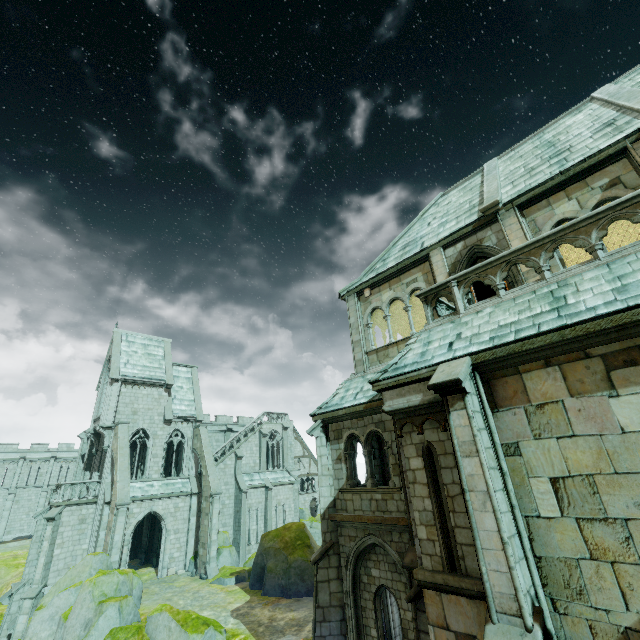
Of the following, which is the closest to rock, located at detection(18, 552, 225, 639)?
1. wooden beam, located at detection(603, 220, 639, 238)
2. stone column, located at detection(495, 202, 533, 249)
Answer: stone column, located at detection(495, 202, 533, 249)

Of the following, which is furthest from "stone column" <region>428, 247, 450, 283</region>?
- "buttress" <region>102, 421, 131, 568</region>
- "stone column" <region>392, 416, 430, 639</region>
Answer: "buttress" <region>102, 421, 131, 568</region>

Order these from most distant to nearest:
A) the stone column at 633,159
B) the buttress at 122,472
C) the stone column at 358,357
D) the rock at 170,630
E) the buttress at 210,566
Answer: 1. the buttress at 210,566
2. the buttress at 122,472
3. the rock at 170,630
4. the stone column at 358,357
5. the stone column at 633,159

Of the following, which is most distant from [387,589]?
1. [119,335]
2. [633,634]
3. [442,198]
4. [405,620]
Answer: [119,335]

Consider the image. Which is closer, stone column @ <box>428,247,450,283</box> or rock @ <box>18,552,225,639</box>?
stone column @ <box>428,247,450,283</box>

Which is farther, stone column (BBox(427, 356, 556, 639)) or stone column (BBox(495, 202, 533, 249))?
stone column (BBox(495, 202, 533, 249))

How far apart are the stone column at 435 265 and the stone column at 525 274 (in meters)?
1.87

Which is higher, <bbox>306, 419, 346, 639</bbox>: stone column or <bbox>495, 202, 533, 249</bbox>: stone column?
<bbox>495, 202, 533, 249</bbox>: stone column
